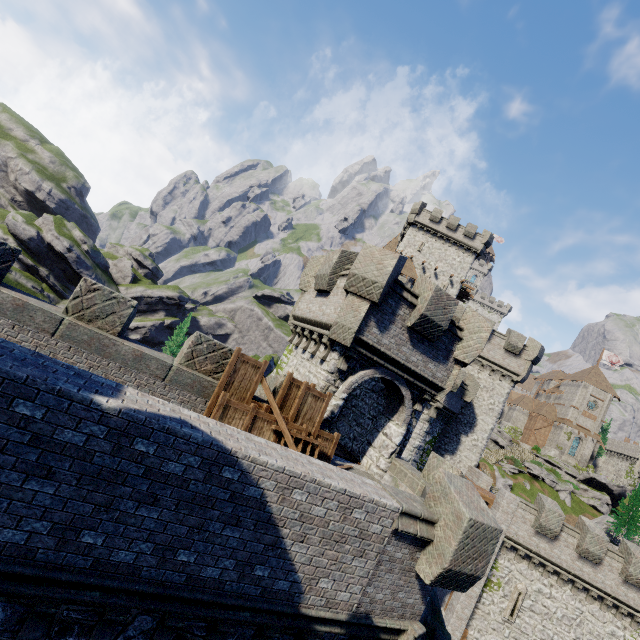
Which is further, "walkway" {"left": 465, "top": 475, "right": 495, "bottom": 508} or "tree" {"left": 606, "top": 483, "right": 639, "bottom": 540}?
"tree" {"left": 606, "top": 483, "right": 639, "bottom": 540}

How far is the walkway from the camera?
23.3m

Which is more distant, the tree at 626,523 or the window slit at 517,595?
the tree at 626,523

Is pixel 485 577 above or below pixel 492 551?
below

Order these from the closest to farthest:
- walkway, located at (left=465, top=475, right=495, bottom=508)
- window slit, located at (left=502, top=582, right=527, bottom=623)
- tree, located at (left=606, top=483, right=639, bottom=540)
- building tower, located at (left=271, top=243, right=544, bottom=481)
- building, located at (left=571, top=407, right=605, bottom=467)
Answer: building tower, located at (left=271, top=243, right=544, bottom=481)
window slit, located at (left=502, top=582, right=527, bottom=623)
walkway, located at (left=465, top=475, right=495, bottom=508)
tree, located at (left=606, top=483, right=639, bottom=540)
building, located at (left=571, top=407, right=605, bottom=467)

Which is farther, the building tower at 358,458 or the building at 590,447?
the building at 590,447

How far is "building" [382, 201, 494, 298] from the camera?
43.6 meters

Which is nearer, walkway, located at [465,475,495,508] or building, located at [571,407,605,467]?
walkway, located at [465,475,495,508]
